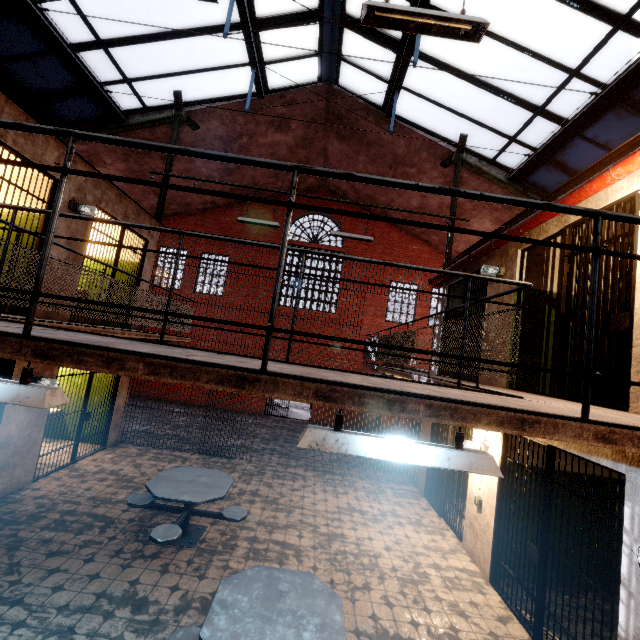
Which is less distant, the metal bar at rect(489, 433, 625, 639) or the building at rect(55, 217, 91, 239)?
the metal bar at rect(489, 433, 625, 639)

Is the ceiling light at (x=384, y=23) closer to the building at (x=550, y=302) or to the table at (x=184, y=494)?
the building at (x=550, y=302)

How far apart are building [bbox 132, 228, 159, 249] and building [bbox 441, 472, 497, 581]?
8.0 meters

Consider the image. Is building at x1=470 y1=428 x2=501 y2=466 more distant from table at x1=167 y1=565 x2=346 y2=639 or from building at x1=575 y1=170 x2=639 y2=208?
table at x1=167 y1=565 x2=346 y2=639

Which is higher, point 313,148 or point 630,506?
point 313,148

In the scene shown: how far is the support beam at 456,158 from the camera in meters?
9.2 m

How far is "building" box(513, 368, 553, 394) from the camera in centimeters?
547cm
